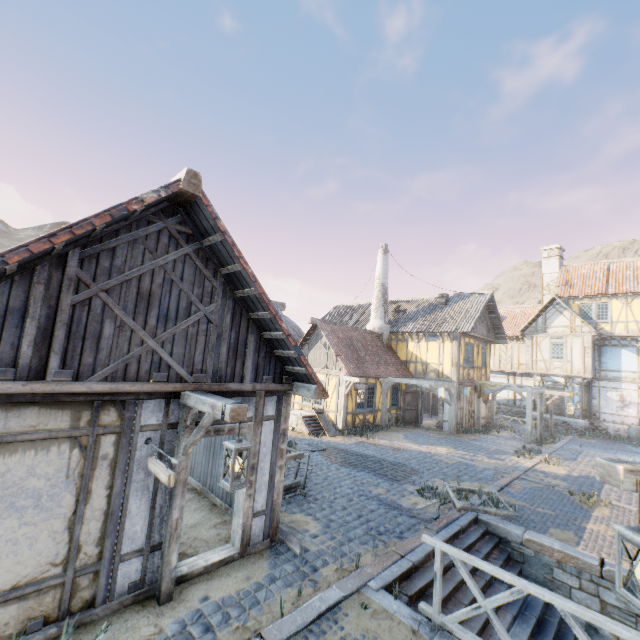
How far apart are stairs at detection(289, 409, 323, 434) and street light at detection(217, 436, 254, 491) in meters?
11.5 m

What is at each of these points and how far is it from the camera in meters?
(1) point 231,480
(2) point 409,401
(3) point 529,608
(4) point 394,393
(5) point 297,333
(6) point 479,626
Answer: (1) street light, 3.9 m
(2) door, 19.9 m
(3) stairs, 6.6 m
(4) building, 19.7 m
(5) rock, 25.8 m
(6) stairs, 5.6 m

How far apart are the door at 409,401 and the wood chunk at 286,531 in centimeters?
1352cm

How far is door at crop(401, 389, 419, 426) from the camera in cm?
1970

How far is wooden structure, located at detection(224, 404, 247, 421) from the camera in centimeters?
393cm

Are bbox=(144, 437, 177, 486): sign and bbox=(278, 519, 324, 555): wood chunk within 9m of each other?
yes

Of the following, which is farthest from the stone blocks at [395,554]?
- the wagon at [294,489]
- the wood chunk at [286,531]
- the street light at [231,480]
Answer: the wagon at [294,489]

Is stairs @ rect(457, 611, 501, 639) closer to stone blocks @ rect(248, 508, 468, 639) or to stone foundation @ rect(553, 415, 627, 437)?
stone blocks @ rect(248, 508, 468, 639)
